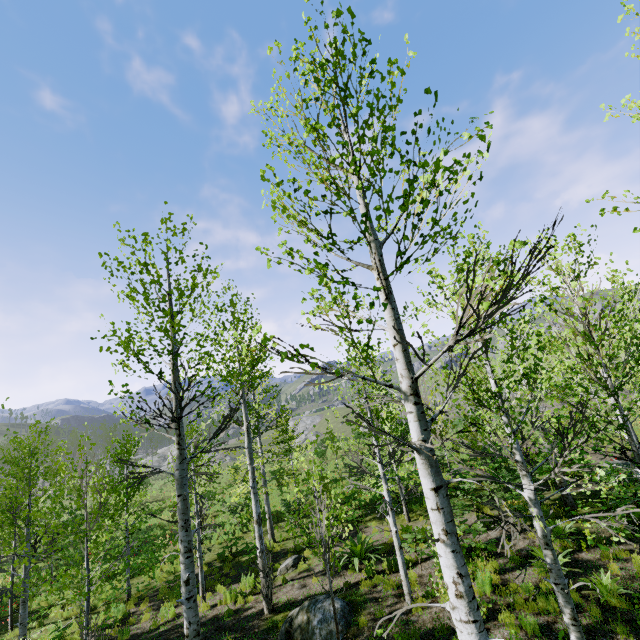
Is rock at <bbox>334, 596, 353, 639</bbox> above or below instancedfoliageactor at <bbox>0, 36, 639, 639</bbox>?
below

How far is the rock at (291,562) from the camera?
11.9 meters

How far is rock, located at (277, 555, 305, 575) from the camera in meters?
11.9

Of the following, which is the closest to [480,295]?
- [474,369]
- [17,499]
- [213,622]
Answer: [474,369]

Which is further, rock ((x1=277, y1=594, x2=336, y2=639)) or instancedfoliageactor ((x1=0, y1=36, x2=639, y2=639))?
rock ((x1=277, y1=594, x2=336, y2=639))

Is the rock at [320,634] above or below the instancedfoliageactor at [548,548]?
below

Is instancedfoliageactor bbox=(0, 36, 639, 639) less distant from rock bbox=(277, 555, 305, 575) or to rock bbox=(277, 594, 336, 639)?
rock bbox=(277, 594, 336, 639)
